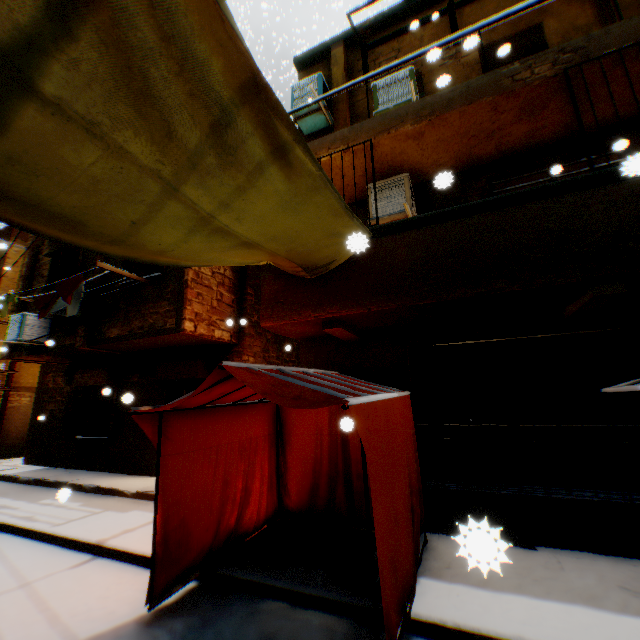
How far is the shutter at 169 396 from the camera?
8.8 meters

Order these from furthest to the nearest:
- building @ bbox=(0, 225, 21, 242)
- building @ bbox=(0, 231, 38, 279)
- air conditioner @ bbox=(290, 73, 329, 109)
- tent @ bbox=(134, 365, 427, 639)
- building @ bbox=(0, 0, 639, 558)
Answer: building @ bbox=(0, 225, 21, 242) → building @ bbox=(0, 231, 38, 279) → air conditioner @ bbox=(290, 73, 329, 109) → building @ bbox=(0, 0, 639, 558) → tent @ bbox=(134, 365, 427, 639)

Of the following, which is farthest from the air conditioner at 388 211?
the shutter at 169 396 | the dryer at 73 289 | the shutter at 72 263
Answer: the shutter at 72 263

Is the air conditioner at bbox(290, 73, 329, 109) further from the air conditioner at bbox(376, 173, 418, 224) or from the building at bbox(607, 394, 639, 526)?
the air conditioner at bbox(376, 173, 418, 224)

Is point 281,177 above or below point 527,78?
below

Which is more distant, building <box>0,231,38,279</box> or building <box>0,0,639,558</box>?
building <box>0,231,38,279</box>

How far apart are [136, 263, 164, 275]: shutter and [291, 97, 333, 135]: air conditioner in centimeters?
397cm

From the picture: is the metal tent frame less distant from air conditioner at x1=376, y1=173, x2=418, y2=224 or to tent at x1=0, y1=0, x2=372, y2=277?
tent at x1=0, y1=0, x2=372, y2=277
